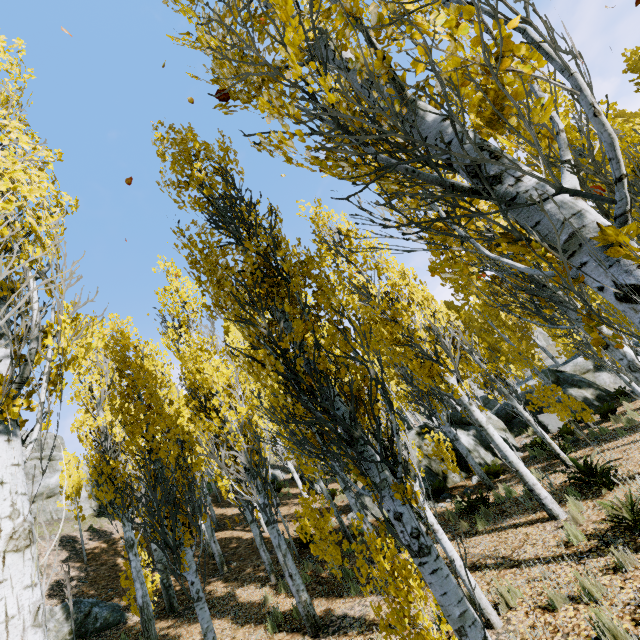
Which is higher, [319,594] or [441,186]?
[441,186]

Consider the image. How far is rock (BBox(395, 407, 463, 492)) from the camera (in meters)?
12.58

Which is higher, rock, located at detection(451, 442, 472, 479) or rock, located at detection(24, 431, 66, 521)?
rock, located at detection(24, 431, 66, 521)

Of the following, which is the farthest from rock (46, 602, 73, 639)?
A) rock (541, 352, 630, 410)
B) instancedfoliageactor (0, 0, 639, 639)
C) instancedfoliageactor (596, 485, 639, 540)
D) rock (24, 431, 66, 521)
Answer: rock (24, 431, 66, 521)

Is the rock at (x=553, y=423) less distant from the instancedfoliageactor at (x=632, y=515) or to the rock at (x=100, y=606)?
the instancedfoliageactor at (x=632, y=515)

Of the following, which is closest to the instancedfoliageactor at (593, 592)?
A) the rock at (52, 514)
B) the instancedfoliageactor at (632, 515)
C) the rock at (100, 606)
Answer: the rock at (52, 514)

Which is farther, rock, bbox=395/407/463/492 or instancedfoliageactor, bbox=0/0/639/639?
rock, bbox=395/407/463/492
